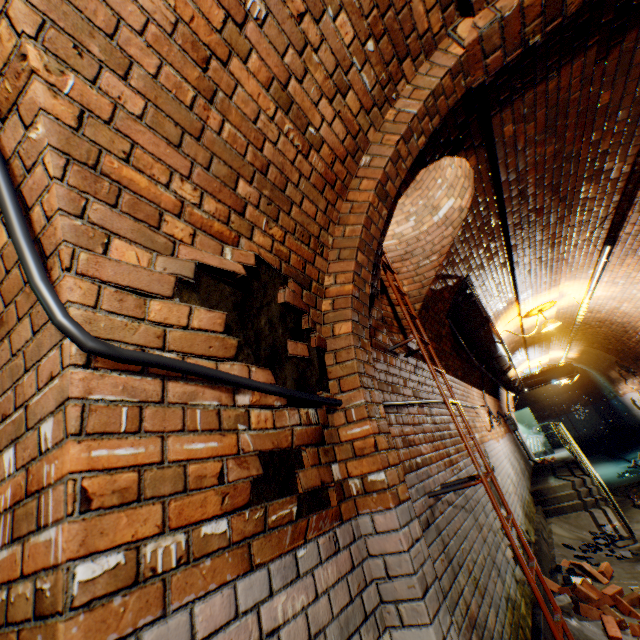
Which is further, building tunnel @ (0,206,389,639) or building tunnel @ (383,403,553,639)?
building tunnel @ (383,403,553,639)

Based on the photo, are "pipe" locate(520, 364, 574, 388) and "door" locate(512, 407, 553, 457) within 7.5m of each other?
yes

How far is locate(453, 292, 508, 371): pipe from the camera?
4.9 meters

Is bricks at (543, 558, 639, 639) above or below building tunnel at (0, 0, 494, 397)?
below

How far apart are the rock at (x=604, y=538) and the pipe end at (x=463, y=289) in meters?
4.7 m

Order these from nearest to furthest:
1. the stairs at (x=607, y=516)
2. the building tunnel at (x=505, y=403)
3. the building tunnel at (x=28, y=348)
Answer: the building tunnel at (x=28, y=348), the stairs at (x=607, y=516), the building tunnel at (x=505, y=403)

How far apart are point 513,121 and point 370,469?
3.1 meters

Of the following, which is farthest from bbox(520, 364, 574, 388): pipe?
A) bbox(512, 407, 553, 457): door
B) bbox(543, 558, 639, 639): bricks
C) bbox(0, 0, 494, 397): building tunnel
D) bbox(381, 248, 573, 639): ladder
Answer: bbox(381, 248, 573, 639): ladder
